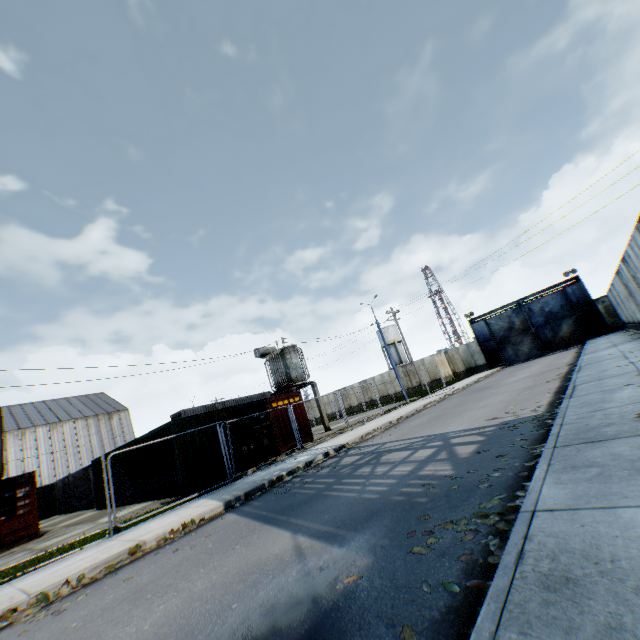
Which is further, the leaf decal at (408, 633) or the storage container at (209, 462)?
the storage container at (209, 462)

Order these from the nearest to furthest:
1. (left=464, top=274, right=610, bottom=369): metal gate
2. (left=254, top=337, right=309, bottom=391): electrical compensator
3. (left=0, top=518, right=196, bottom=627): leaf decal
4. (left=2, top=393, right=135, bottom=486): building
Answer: (left=0, top=518, right=196, bottom=627): leaf decal, (left=254, top=337, right=309, bottom=391): electrical compensator, (left=464, top=274, right=610, bottom=369): metal gate, (left=2, top=393, right=135, bottom=486): building

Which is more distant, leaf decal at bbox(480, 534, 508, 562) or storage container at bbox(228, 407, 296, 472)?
storage container at bbox(228, 407, 296, 472)

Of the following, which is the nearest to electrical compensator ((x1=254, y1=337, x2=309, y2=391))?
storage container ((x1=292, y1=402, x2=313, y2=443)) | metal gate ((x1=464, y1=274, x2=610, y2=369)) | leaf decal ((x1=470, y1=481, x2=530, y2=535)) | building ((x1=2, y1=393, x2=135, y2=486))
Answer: storage container ((x1=292, y1=402, x2=313, y2=443))

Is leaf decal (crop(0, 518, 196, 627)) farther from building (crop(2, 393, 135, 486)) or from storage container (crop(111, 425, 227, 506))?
building (crop(2, 393, 135, 486))

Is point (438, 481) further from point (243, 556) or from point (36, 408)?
point (36, 408)

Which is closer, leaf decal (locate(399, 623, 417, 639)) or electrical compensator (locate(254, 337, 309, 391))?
leaf decal (locate(399, 623, 417, 639))

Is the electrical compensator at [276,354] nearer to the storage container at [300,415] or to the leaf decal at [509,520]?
the storage container at [300,415]
